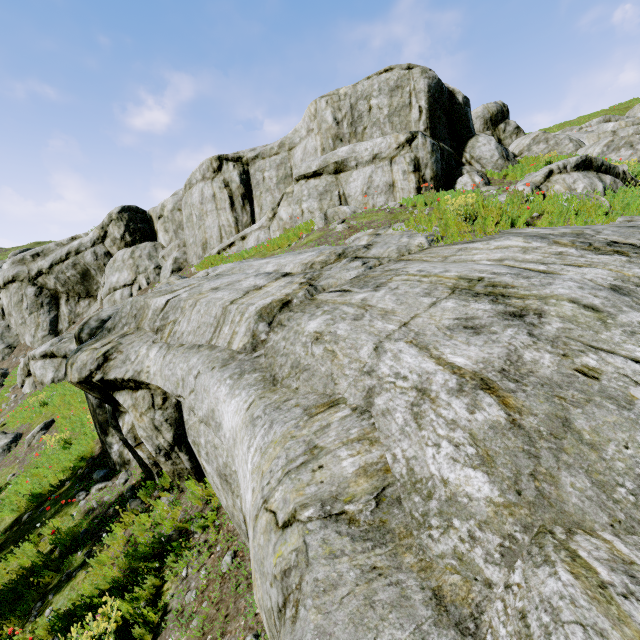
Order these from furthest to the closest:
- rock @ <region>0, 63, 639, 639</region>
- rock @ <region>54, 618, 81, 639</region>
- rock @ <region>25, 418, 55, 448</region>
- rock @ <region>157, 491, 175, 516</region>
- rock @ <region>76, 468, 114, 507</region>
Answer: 1. rock @ <region>25, 418, 55, 448</region>
2. rock @ <region>76, 468, 114, 507</region>
3. rock @ <region>157, 491, 175, 516</region>
4. rock @ <region>54, 618, 81, 639</region>
5. rock @ <region>0, 63, 639, 639</region>

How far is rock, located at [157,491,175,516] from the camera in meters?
6.2 m

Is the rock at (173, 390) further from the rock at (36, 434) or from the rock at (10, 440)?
the rock at (10, 440)

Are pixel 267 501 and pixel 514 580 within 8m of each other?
yes

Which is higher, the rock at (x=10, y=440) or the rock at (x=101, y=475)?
the rock at (x=101, y=475)

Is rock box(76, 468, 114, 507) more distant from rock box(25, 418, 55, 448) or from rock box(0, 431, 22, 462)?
rock box(0, 431, 22, 462)

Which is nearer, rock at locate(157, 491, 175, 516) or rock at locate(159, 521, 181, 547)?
rock at locate(159, 521, 181, 547)
